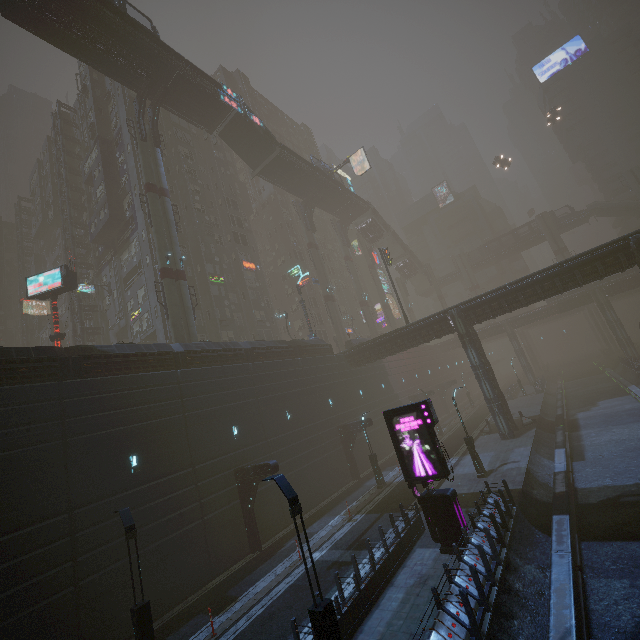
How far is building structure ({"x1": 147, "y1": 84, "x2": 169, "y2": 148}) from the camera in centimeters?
3191cm

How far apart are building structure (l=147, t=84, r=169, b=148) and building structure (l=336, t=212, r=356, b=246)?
33.0m

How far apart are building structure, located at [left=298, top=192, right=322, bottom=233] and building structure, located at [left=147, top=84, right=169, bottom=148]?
22.3m

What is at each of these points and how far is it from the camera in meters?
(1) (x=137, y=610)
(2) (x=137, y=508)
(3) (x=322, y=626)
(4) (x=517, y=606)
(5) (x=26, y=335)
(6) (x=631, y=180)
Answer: (1) street light, 11.0 m
(2) building, 16.2 m
(3) street light, 7.8 m
(4) train rail, 10.2 m
(5) building structure, 53.3 m
(6) sm, 56.0 m

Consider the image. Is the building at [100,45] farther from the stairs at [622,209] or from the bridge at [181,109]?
the stairs at [622,209]

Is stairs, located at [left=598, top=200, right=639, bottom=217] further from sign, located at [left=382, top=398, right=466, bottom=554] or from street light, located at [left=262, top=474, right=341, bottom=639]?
street light, located at [left=262, top=474, right=341, bottom=639]

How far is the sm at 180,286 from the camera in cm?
2703

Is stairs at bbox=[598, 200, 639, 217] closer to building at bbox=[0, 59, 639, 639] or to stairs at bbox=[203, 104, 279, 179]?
building at bbox=[0, 59, 639, 639]
